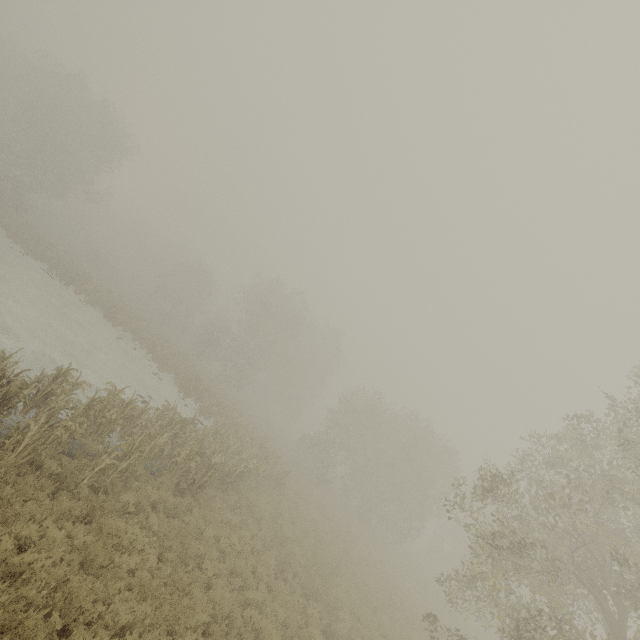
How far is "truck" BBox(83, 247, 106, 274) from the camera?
51.44m

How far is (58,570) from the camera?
6.1m

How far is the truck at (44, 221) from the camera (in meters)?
49.91

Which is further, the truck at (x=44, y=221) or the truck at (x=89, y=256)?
the truck at (x=89, y=256)

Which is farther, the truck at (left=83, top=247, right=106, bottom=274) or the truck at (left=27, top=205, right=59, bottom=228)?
the truck at (left=83, top=247, right=106, bottom=274)

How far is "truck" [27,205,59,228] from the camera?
49.9m
